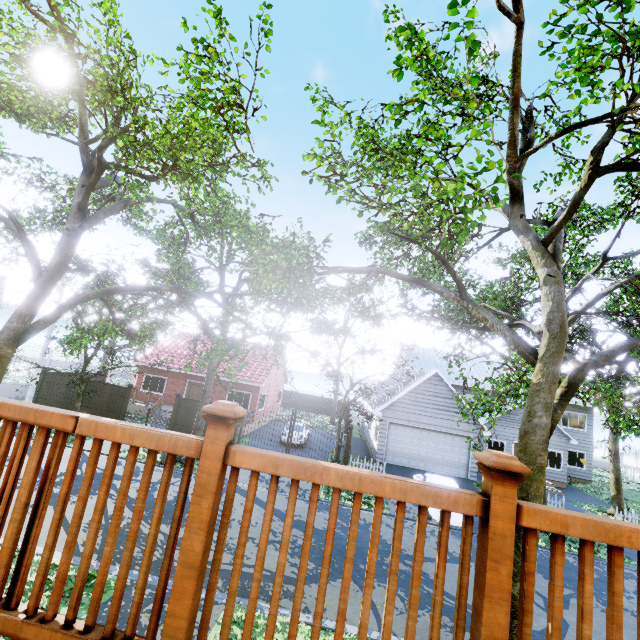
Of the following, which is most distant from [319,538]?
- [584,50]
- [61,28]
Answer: [61,28]

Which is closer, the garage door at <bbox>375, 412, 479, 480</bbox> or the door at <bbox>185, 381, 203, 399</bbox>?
the garage door at <bbox>375, 412, 479, 480</bbox>

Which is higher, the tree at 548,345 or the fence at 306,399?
the tree at 548,345

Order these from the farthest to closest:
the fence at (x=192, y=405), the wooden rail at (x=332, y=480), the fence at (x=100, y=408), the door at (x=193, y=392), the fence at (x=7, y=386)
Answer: the door at (x=193, y=392) → the fence at (x=7, y=386) → the fence at (x=100, y=408) → the fence at (x=192, y=405) → the wooden rail at (x=332, y=480)

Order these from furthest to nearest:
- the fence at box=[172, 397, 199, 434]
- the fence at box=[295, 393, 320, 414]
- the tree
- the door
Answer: the fence at box=[295, 393, 320, 414] < the door < the fence at box=[172, 397, 199, 434] < the tree

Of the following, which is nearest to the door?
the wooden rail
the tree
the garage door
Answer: the tree

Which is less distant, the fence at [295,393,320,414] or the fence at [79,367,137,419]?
the fence at [79,367,137,419]

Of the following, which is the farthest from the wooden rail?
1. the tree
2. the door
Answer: the door
